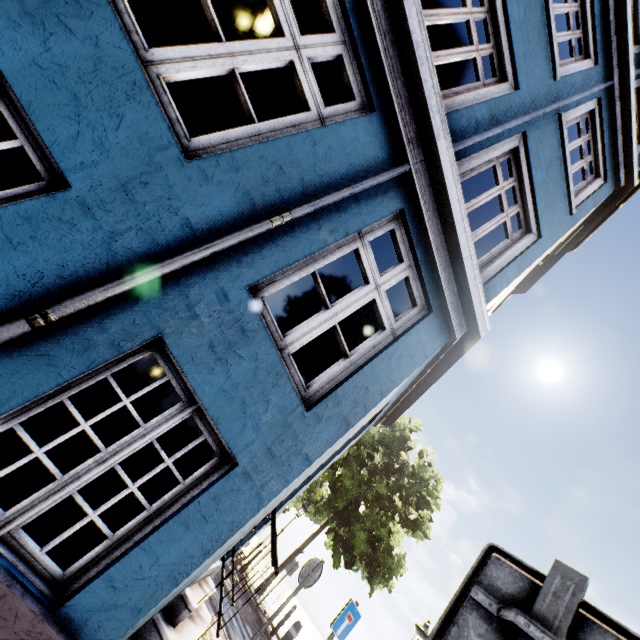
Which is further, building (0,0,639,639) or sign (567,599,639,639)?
building (0,0,639,639)

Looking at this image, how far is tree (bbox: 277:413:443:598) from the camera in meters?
12.7 m

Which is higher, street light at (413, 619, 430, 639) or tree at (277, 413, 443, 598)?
tree at (277, 413, 443, 598)

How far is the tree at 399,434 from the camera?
12.7 meters

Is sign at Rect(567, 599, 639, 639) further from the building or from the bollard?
the bollard

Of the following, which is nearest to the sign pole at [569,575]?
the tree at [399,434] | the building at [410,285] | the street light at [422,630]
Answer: the building at [410,285]

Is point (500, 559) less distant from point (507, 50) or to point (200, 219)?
point (200, 219)

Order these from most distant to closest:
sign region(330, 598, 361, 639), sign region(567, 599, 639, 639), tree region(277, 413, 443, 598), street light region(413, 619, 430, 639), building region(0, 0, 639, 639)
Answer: tree region(277, 413, 443, 598)
street light region(413, 619, 430, 639)
sign region(330, 598, 361, 639)
building region(0, 0, 639, 639)
sign region(567, 599, 639, 639)
